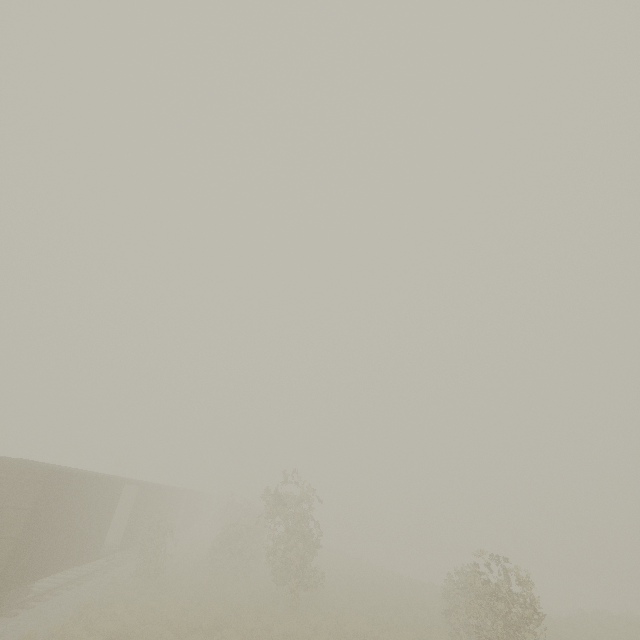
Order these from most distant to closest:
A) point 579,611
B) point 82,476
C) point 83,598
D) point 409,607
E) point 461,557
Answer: point 461,557, point 579,611, point 409,607, point 83,598, point 82,476
